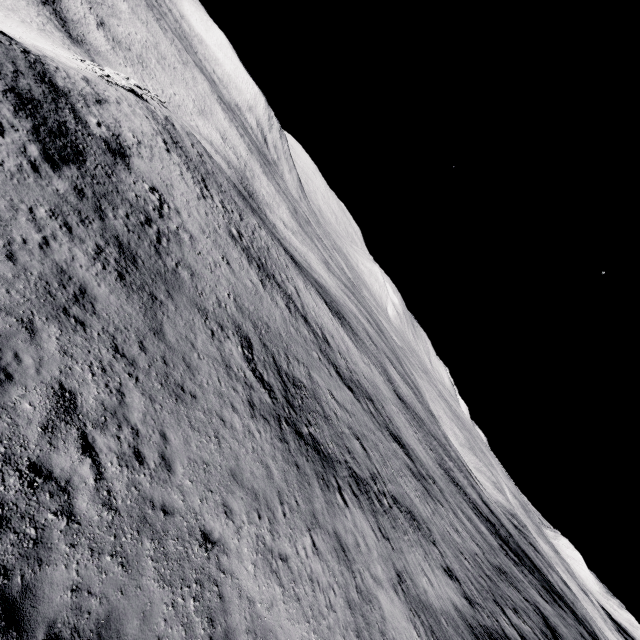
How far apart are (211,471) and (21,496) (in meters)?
4.62
